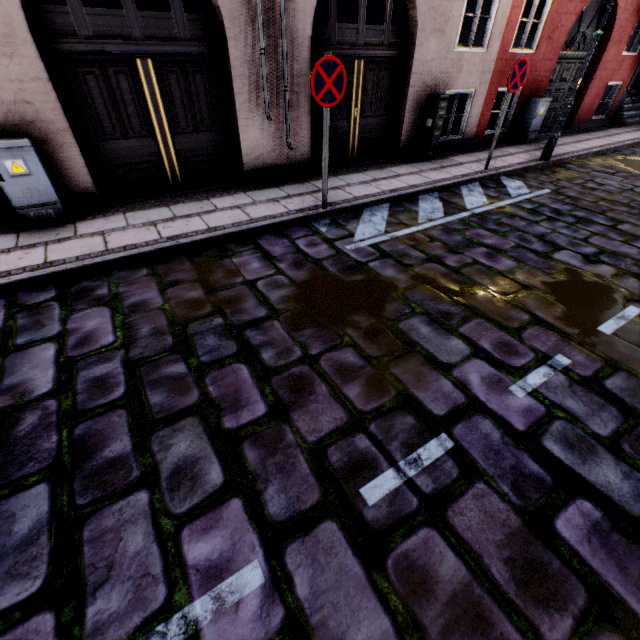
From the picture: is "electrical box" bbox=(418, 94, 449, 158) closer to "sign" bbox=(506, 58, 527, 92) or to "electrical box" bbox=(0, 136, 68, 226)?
"sign" bbox=(506, 58, 527, 92)

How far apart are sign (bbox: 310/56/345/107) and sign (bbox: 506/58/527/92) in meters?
4.0

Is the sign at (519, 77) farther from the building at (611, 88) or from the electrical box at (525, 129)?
the electrical box at (525, 129)

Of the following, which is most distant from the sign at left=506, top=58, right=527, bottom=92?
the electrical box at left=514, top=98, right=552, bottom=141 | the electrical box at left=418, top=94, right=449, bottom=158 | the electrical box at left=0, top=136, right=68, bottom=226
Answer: the electrical box at left=0, top=136, right=68, bottom=226

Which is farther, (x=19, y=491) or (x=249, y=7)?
(x=249, y=7)

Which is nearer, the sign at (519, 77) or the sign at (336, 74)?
the sign at (336, 74)

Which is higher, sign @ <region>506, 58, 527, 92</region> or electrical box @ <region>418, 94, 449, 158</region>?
sign @ <region>506, 58, 527, 92</region>

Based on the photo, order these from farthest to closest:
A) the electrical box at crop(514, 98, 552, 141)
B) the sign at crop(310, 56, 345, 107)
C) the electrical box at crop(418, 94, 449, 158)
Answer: the electrical box at crop(514, 98, 552, 141), the electrical box at crop(418, 94, 449, 158), the sign at crop(310, 56, 345, 107)
